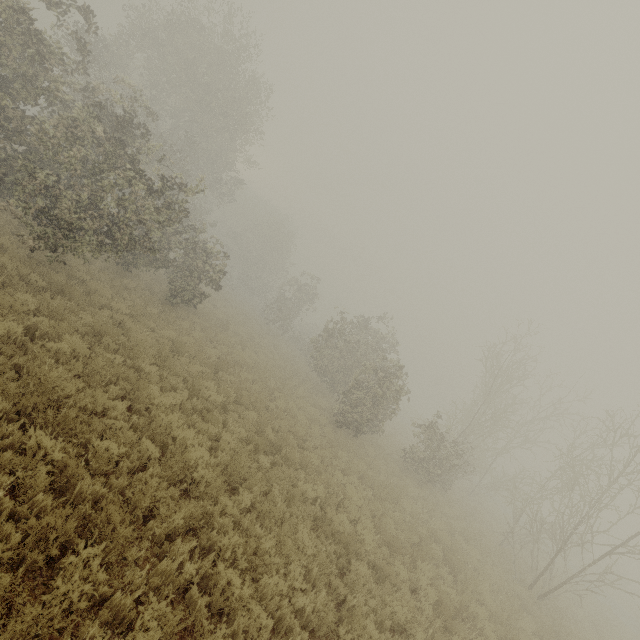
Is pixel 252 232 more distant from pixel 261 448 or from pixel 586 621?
pixel 586 621
